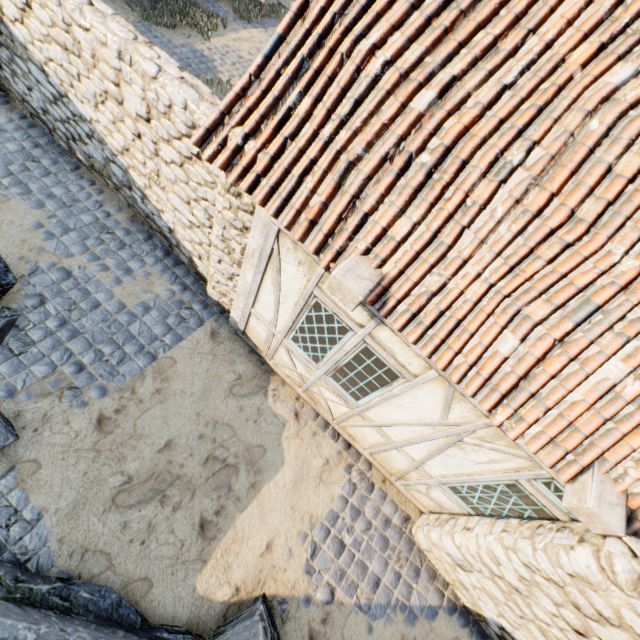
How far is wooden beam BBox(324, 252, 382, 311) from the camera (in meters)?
2.92

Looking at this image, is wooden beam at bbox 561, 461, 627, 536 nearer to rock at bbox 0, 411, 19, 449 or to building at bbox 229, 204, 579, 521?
building at bbox 229, 204, 579, 521

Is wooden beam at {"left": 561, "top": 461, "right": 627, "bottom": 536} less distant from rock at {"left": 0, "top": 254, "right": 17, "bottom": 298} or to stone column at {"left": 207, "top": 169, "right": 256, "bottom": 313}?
rock at {"left": 0, "top": 254, "right": 17, "bottom": 298}

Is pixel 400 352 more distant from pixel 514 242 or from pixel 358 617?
pixel 358 617

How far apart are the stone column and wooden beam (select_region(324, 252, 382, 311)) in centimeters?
131cm

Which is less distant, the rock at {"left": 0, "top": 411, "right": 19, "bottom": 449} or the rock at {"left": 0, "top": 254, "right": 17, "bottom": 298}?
the rock at {"left": 0, "top": 411, "right": 19, "bottom": 449}

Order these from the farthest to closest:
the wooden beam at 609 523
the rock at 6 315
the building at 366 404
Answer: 1. the rock at 6 315
2. the building at 366 404
3. the wooden beam at 609 523

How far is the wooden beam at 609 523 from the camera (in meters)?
2.72
